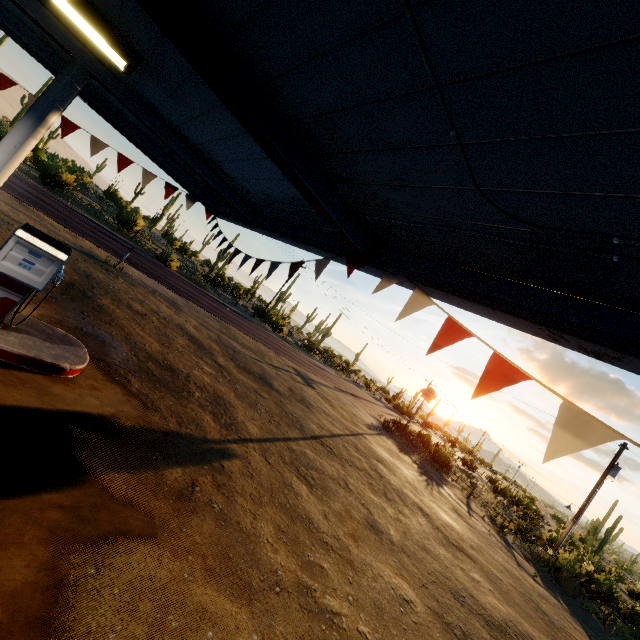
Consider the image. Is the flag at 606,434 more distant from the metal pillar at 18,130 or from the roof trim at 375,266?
the metal pillar at 18,130

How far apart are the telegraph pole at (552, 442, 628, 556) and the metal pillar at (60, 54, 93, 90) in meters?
26.5

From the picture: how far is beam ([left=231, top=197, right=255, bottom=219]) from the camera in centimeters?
627cm

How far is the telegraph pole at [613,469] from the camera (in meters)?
17.91

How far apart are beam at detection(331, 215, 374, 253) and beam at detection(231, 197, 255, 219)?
3.26m

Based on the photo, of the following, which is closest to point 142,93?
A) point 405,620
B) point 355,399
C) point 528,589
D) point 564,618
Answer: point 405,620

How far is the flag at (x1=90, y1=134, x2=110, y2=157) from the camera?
6.5 meters

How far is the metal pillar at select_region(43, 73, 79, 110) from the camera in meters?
4.4 m
